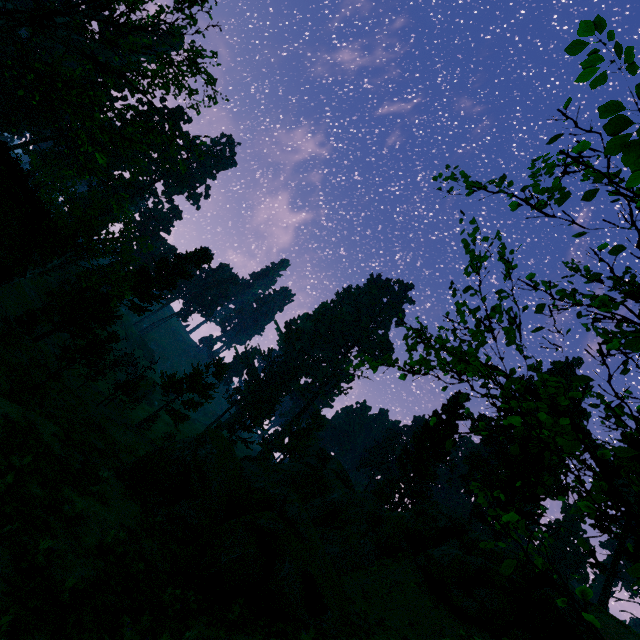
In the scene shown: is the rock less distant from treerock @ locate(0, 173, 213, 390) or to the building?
treerock @ locate(0, 173, 213, 390)

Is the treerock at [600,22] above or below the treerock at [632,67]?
above

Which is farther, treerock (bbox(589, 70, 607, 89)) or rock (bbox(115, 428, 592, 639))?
rock (bbox(115, 428, 592, 639))

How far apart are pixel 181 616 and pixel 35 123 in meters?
80.2

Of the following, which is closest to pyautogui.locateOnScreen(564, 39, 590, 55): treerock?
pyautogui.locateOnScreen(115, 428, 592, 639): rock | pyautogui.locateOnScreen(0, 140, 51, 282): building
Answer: pyautogui.locateOnScreen(0, 140, 51, 282): building

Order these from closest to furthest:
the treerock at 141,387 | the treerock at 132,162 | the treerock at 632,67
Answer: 1. the treerock at 632,67
2. the treerock at 132,162
3. the treerock at 141,387

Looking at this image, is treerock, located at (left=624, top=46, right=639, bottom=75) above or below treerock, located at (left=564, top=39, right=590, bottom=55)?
below
